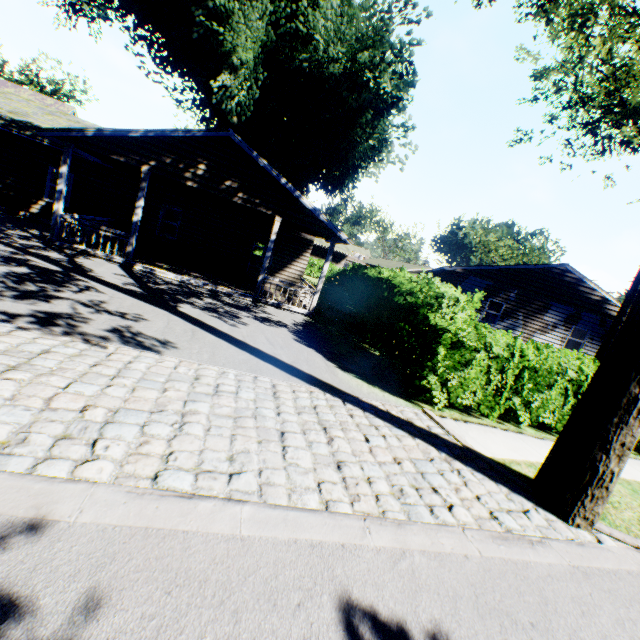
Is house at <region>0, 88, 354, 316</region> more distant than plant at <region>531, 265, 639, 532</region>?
Yes

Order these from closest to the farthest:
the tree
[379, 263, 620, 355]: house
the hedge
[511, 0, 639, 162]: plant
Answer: the hedge < [511, 0, 639, 162]: plant < [379, 263, 620, 355]: house < the tree

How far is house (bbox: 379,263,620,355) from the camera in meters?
19.0 m

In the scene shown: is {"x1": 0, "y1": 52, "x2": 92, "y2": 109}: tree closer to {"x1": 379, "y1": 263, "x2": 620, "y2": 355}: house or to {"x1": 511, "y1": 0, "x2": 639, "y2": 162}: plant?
{"x1": 511, "y1": 0, "x2": 639, "y2": 162}: plant

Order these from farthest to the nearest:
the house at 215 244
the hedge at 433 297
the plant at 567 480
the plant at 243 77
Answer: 1. the plant at 243 77
2. the house at 215 244
3. the hedge at 433 297
4. the plant at 567 480

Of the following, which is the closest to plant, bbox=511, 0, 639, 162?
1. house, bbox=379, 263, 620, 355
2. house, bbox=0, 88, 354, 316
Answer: house, bbox=0, 88, 354, 316

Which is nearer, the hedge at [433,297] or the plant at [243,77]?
the hedge at [433,297]

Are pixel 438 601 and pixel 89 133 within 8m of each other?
no
